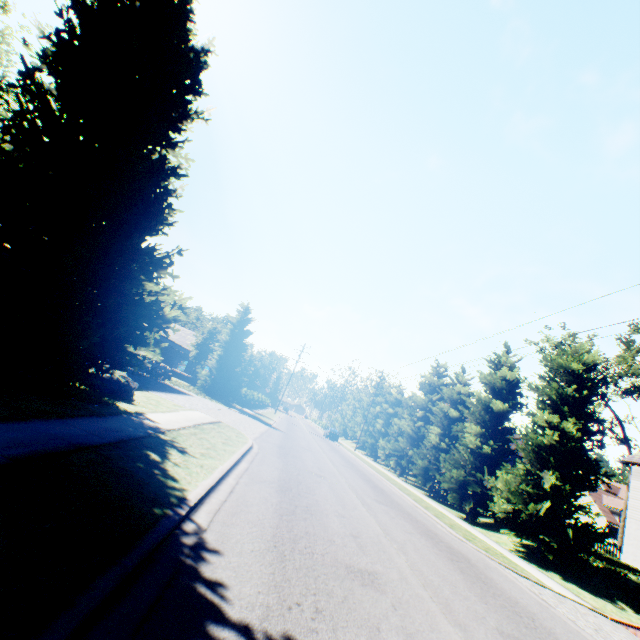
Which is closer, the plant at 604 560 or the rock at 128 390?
the rock at 128 390

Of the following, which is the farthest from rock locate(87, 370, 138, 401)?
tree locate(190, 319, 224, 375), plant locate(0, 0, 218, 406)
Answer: tree locate(190, 319, 224, 375)

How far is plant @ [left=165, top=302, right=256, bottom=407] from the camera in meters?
30.0 m

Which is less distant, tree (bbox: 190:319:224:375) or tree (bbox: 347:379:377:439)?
tree (bbox: 190:319:224:375)

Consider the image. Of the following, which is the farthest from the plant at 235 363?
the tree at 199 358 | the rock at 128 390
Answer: the tree at 199 358

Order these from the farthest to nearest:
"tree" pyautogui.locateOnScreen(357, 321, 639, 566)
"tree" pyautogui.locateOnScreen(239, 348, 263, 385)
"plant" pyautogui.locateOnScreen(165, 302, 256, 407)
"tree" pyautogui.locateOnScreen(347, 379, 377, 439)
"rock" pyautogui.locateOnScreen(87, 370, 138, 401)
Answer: "tree" pyautogui.locateOnScreen(347, 379, 377, 439) < "tree" pyautogui.locateOnScreen(239, 348, 263, 385) < "plant" pyautogui.locateOnScreen(165, 302, 256, 407) < "tree" pyautogui.locateOnScreen(357, 321, 639, 566) < "rock" pyautogui.locateOnScreen(87, 370, 138, 401)

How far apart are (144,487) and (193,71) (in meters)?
13.82
